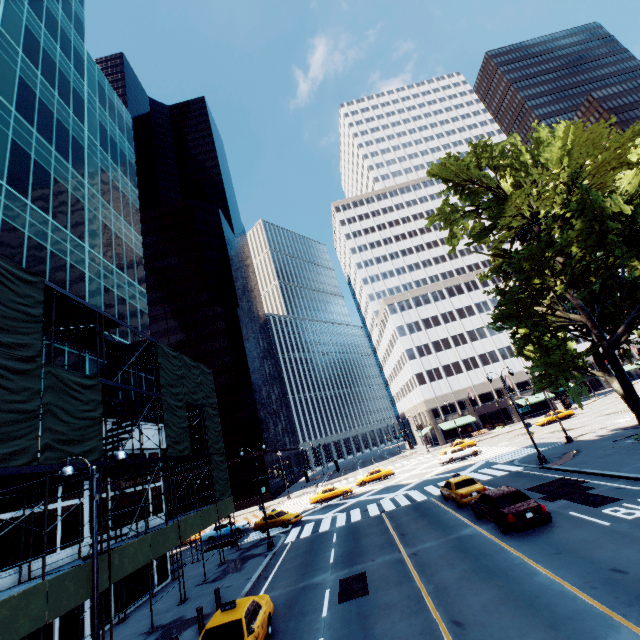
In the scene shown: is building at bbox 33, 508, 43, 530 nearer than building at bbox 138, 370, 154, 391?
Yes

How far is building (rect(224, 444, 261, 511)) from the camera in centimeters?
5644cm

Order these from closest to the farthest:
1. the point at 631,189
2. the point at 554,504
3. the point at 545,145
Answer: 1. the point at 554,504
2. the point at 545,145
3. the point at 631,189

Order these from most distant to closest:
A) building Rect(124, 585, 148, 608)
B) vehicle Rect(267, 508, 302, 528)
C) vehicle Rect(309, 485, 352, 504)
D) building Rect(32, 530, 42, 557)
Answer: vehicle Rect(309, 485, 352, 504) < vehicle Rect(267, 508, 302, 528) < building Rect(124, 585, 148, 608) < building Rect(32, 530, 42, 557)

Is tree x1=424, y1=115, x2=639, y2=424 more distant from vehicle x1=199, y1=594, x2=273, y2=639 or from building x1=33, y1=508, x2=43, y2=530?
building x1=33, y1=508, x2=43, y2=530

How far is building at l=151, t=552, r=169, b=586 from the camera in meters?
21.7

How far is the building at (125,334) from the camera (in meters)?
24.95

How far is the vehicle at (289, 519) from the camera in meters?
29.7
